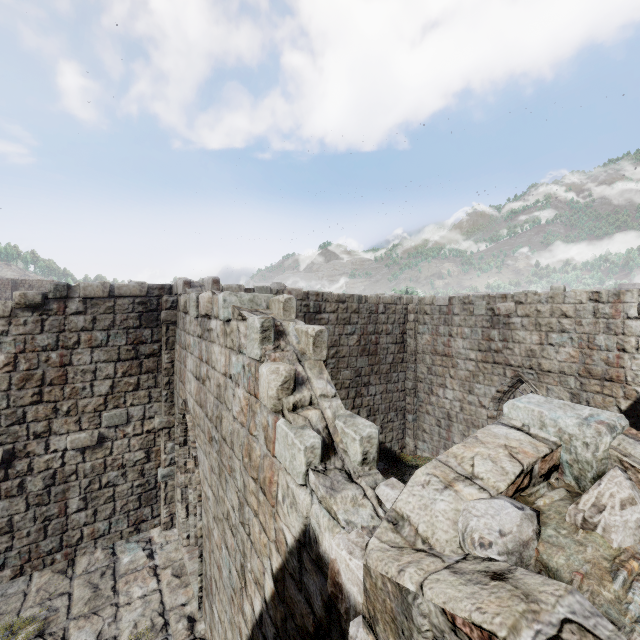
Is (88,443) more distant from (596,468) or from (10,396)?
(596,468)
